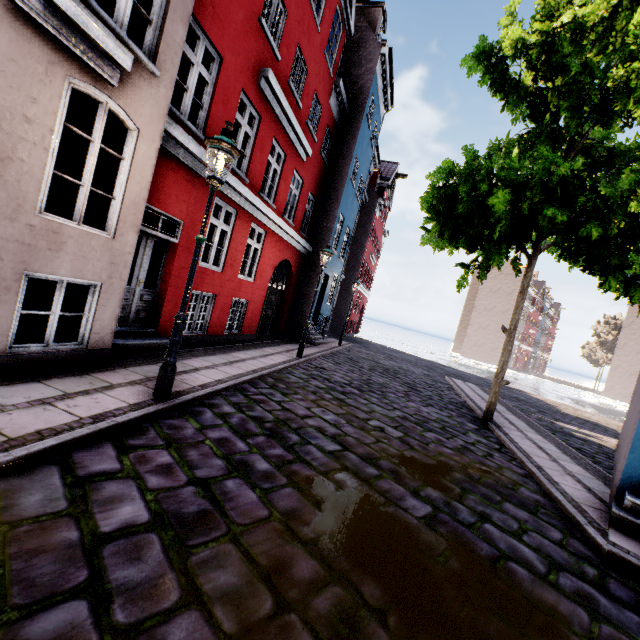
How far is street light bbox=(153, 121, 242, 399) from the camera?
4.3 meters

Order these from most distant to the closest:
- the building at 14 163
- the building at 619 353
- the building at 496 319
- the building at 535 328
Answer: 1. the building at 535 328
2. the building at 496 319
3. the building at 619 353
4. the building at 14 163

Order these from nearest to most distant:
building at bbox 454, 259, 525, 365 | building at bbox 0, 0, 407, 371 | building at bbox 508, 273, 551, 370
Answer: building at bbox 0, 0, 407, 371 → building at bbox 454, 259, 525, 365 → building at bbox 508, 273, 551, 370

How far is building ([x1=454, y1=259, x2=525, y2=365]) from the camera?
49.5 meters

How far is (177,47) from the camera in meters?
5.3

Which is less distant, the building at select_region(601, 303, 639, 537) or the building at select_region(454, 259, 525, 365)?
the building at select_region(601, 303, 639, 537)

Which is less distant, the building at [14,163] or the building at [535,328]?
the building at [14,163]
